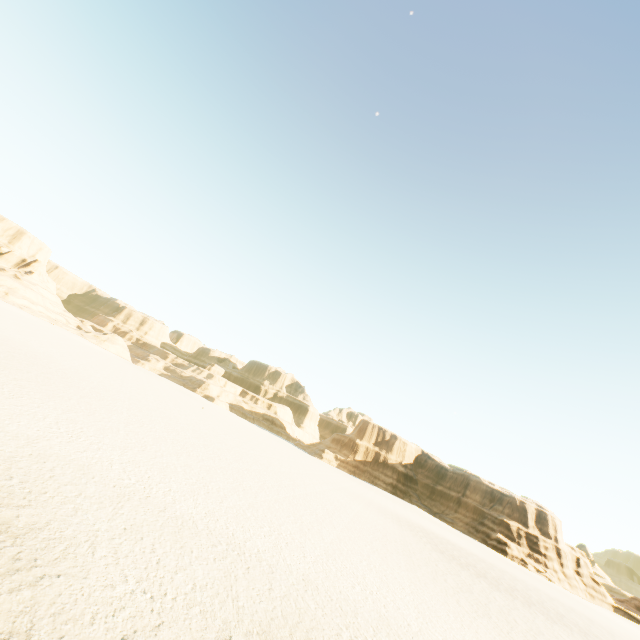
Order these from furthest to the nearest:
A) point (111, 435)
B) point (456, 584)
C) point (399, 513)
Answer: point (399, 513)
point (456, 584)
point (111, 435)
